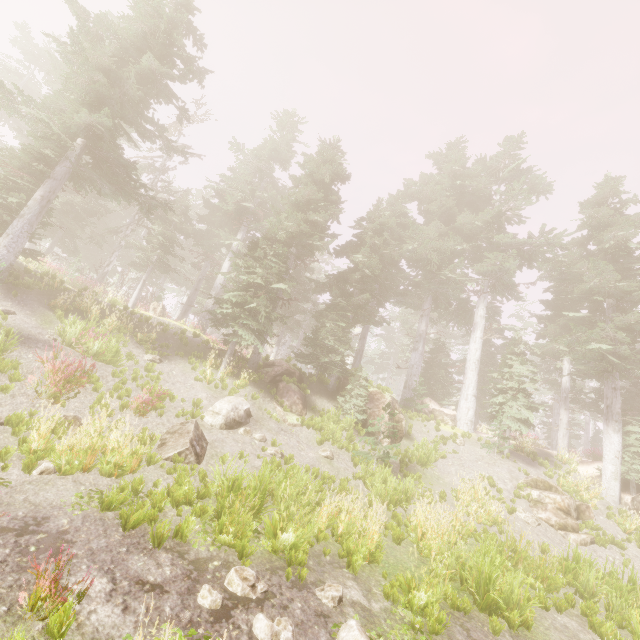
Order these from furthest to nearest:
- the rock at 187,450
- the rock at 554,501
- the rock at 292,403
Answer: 1. the rock at 292,403
2. the rock at 554,501
3. the rock at 187,450

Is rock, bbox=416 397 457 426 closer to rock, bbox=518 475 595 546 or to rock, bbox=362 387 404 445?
rock, bbox=362 387 404 445

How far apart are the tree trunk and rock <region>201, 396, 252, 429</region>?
11.9 meters

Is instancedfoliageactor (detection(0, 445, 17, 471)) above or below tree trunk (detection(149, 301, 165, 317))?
below

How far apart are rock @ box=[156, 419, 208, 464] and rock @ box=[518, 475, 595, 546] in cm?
1332

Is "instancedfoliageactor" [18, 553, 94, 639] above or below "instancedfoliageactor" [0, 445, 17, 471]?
below

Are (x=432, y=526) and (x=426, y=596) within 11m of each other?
yes

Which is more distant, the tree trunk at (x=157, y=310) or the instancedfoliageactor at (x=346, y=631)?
the tree trunk at (x=157, y=310)
